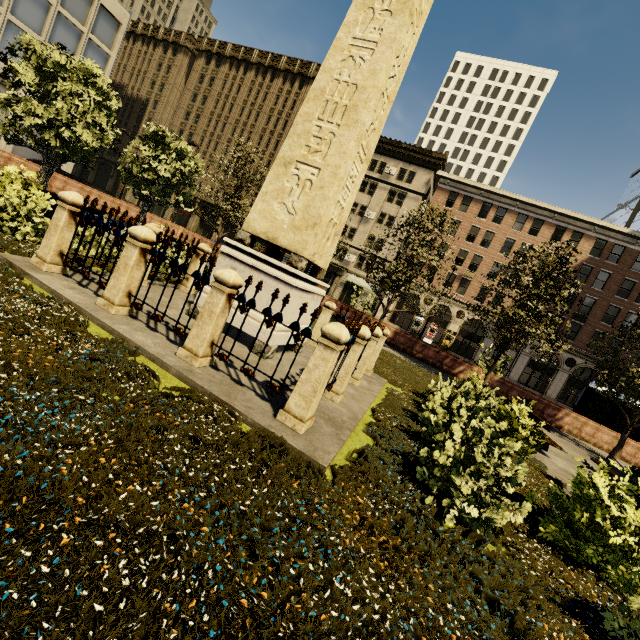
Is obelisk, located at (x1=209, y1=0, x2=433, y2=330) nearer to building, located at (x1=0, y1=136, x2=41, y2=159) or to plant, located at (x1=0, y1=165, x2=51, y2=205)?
plant, located at (x1=0, y1=165, x2=51, y2=205)

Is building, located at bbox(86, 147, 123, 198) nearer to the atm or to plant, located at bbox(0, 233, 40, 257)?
the atm

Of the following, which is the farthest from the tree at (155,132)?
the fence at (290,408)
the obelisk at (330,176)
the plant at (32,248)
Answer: the obelisk at (330,176)

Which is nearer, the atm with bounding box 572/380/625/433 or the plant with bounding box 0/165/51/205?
the plant with bounding box 0/165/51/205

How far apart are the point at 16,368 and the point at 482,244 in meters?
48.9

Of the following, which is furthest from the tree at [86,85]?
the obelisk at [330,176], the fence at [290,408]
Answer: the obelisk at [330,176]

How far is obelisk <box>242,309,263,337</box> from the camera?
6.1m

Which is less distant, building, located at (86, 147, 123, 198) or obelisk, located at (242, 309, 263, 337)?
obelisk, located at (242, 309, 263, 337)
